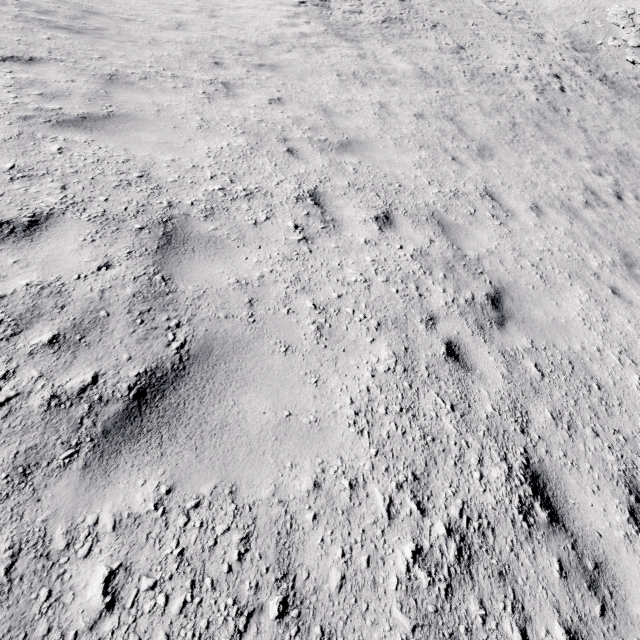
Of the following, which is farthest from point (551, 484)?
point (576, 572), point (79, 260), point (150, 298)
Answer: point (79, 260)
